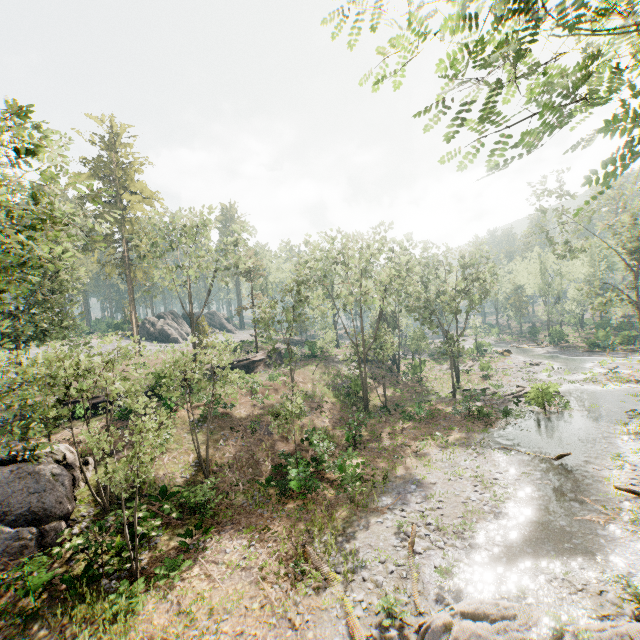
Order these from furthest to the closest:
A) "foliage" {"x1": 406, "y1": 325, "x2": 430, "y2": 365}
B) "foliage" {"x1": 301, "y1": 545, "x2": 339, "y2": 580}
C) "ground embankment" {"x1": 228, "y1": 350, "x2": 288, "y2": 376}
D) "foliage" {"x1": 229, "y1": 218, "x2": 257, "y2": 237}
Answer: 1. "foliage" {"x1": 406, "y1": 325, "x2": 430, "y2": 365}
2. "ground embankment" {"x1": 228, "y1": 350, "x2": 288, "y2": 376}
3. "foliage" {"x1": 229, "y1": 218, "x2": 257, "y2": 237}
4. "foliage" {"x1": 301, "y1": 545, "x2": 339, "y2": 580}

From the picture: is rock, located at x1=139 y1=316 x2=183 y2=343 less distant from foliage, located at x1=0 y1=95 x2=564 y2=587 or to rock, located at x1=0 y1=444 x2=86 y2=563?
foliage, located at x1=0 y1=95 x2=564 y2=587

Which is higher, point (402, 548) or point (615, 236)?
point (615, 236)

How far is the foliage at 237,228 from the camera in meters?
36.8 m

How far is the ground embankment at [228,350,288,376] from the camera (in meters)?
39.38

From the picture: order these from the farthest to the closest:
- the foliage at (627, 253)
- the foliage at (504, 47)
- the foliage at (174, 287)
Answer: the foliage at (627, 253), the foliage at (174, 287), the foliage at (504, 47)

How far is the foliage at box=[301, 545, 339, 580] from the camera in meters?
13.0 m

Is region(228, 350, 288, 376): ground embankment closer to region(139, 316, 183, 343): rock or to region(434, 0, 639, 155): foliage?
region(434, 0, 639, 155): foliage
